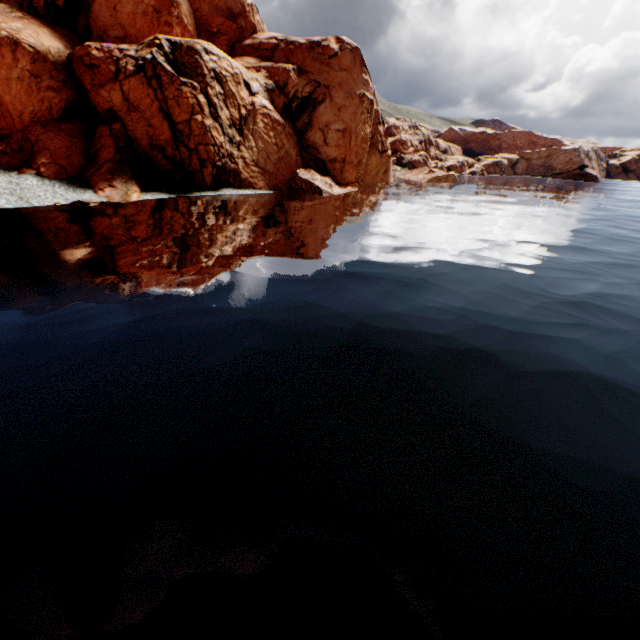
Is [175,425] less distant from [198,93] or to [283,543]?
[283,543]
